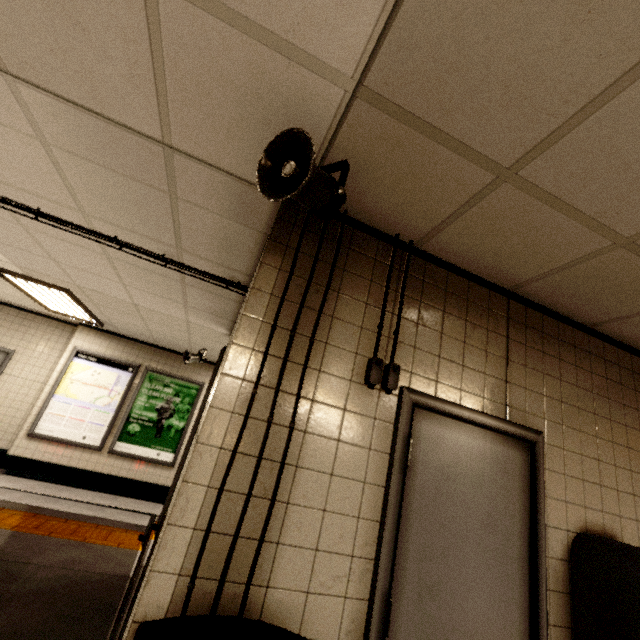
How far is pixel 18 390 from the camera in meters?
6.4

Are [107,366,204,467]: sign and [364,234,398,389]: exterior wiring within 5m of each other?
no

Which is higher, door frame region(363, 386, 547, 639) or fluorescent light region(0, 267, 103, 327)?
fluorescent light region(0, 267, 103, 327)

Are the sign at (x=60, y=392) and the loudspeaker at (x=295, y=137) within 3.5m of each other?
no

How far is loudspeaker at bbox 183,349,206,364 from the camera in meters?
6.1

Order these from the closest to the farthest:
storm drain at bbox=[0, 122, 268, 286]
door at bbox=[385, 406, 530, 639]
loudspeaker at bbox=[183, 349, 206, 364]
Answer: door at bbox=[385, 406, 530, 639] → storm drain at bbox=[0, 122, 268, 286] → loudspeaker at bbox=[183, 349, 206, 364]

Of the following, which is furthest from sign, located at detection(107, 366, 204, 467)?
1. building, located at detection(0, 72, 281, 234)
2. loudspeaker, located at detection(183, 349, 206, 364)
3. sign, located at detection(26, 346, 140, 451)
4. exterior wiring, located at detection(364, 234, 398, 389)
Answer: exterior wiring, located at detection(364, 234, 398, 389)

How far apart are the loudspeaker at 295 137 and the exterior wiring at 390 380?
0.46m
